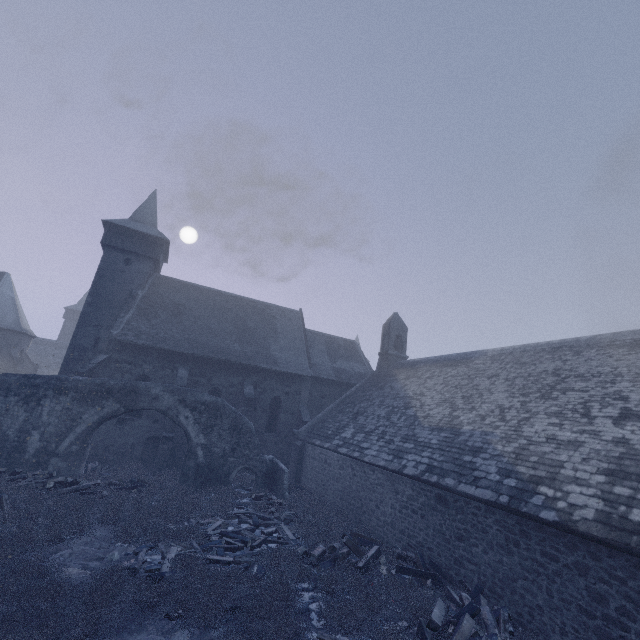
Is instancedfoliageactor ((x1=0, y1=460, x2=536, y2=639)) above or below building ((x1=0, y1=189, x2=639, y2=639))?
below

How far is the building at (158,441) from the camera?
18.0 meters

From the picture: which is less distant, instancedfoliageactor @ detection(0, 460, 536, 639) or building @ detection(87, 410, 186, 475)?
instancedfoliageactor @ detection(0, 460, 536, 639)

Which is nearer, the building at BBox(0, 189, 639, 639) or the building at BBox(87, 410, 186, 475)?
the building at BBox(0, 189, 639, 639)

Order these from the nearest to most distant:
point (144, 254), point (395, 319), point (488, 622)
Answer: point (488, 622) → point (144, 254) → point (395, 319)

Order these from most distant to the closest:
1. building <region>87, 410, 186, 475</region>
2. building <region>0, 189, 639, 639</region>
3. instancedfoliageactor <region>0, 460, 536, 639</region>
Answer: building <region>87, 410, 186, 475</region> < building <region>0, 189, 639, 639</region> < instancedfoliageactor <region>0, 460, 536, 639</region>

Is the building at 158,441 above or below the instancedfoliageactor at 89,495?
above

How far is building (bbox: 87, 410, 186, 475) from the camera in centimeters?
1797cm
